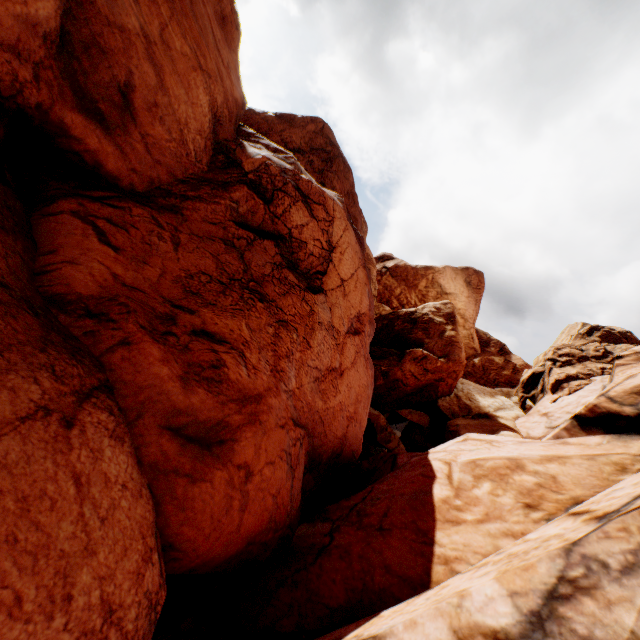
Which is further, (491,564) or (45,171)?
(45,171)
